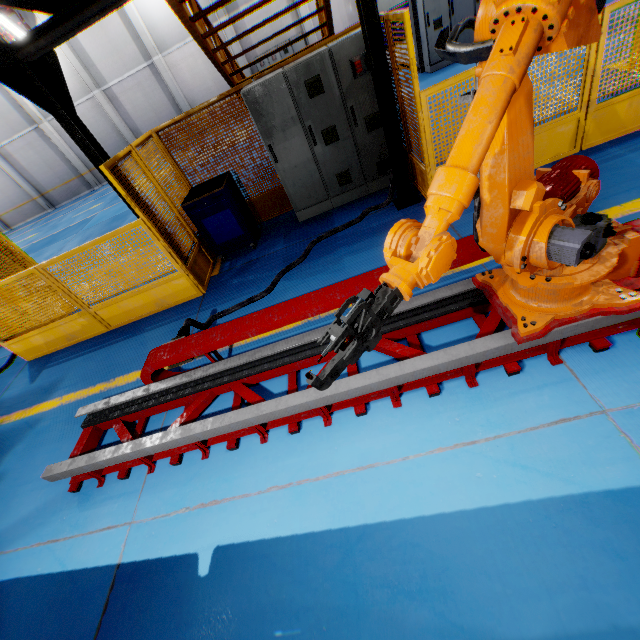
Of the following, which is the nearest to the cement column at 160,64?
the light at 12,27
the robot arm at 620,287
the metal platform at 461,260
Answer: the light at 12,27

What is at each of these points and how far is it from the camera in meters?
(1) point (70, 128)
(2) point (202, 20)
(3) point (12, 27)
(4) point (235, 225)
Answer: (1) metal pole, 4.1 m
(2) metal stair, 5.5 m
(3) light, 15.5 m
(4) toolbox, 5.7 m

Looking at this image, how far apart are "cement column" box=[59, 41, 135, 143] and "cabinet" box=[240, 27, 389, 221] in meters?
18.8 m

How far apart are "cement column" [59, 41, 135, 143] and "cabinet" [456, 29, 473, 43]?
17.3 meters

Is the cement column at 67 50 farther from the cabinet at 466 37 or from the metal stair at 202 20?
the cabinet at 466 37

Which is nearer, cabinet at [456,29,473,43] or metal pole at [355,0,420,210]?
metal pole at [355,0,420,210]

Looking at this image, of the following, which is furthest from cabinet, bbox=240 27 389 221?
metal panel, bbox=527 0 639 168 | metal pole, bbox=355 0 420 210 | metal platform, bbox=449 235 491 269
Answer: metal platform, bbox=449 235 491 269

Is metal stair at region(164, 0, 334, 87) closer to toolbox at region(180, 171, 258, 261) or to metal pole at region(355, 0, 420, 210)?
metal pole at region(355, 0, 420, 210)
